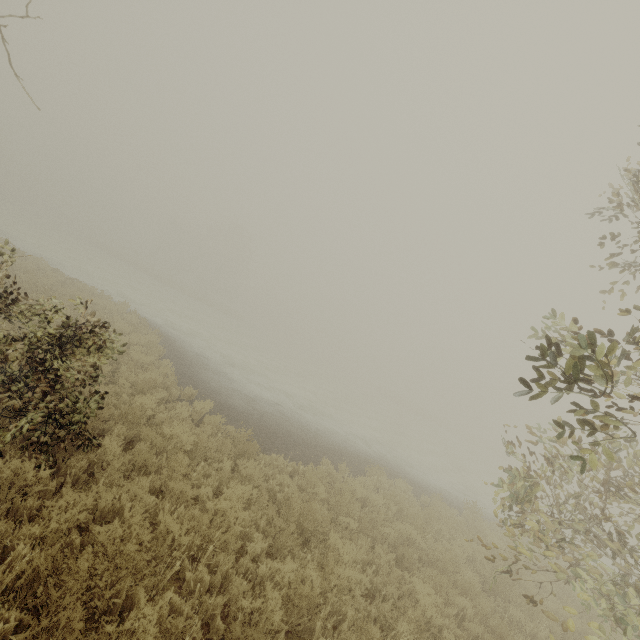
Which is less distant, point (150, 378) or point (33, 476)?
point (33, 476)
